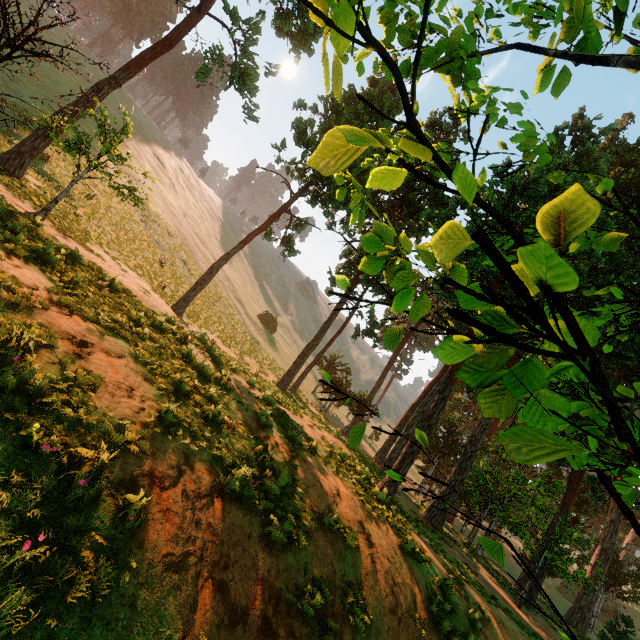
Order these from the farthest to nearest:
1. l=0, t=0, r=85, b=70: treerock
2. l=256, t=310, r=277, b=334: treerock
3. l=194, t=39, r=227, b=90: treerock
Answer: l=256, t=310, r=277, b=334: treerock → l=194, t=39, r=227, b=90: treerock → l=0, t=0, r=85, b=70: treerock

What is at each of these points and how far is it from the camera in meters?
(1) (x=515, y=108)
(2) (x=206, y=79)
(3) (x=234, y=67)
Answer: (1) treerock, 3.6
(2) treerock, 18.8
(3) treerock, 17.0

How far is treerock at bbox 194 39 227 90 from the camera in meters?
17.1 m

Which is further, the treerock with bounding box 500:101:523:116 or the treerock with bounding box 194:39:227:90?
the treerock with bounding box 194:39:227:90

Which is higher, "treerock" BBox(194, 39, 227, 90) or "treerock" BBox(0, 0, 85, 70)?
"treerock" BBox(194, 39, 227, 90)

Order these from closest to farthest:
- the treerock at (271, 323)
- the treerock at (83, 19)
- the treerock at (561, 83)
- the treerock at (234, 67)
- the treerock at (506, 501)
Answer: the treerock at (506, 501) < the treerock at (561, 83) < the treerock at (83, 19) < the treerock at (234, 67) < the treerock at (271, 323)

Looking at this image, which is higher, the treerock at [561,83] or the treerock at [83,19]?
the treerock at [83,19]
